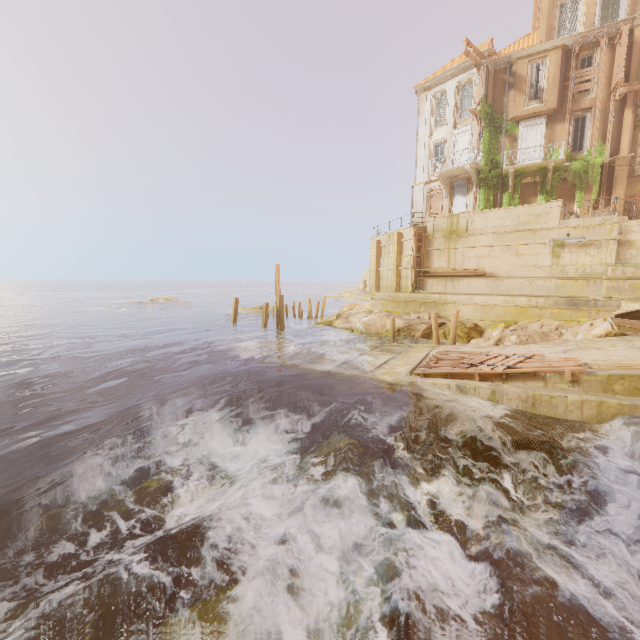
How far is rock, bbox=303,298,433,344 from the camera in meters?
21.0

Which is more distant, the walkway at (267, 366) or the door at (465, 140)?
the door at (465, 140)

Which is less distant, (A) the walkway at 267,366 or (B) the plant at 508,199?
(A) the walkway at 267,366

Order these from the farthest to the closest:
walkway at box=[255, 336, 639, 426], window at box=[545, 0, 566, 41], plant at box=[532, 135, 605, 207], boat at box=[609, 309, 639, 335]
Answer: window at box=[545, 0, 566, 41] < plant at box=[532, 135, 605, 207] < boat at box=[609, 309, 639, 335] < walkway at box=[255, 336, 639, 426]

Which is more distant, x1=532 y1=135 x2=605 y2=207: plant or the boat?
x1=532 y1=135 x2=605 y2=207: plant

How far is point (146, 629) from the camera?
4.1 meters

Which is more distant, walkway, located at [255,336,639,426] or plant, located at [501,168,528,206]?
plant, located at [501,168,528,206]

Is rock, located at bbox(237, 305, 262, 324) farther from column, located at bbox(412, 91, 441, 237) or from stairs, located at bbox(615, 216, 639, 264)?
stairs, located at bbox(615, 216, 639, 264)
